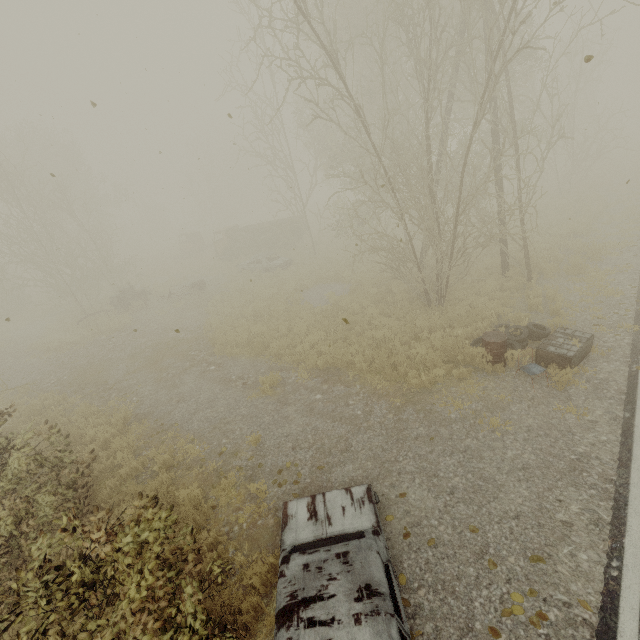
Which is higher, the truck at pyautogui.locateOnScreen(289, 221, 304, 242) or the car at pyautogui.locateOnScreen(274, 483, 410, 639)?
the truck at pyautogui.locateOnScreen(289, 221, 304, 242)

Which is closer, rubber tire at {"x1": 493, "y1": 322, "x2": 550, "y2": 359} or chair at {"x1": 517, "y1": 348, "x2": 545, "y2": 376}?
chair at {"x1": 517, "y1": 348, "x2": 545, "y2": 376}

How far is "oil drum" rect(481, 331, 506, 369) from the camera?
8.1m

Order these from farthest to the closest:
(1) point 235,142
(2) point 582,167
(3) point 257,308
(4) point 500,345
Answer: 1. (2) point 582,167
2. (1) point 235,142
3. (3) point 257,308
4. (4) point 500,345

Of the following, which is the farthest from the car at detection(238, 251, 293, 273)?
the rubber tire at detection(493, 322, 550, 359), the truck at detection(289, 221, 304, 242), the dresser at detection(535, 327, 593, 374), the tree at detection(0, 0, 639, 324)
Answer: the dresser at detection(535, 327, 593, 374)

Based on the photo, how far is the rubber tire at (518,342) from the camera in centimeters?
856cm

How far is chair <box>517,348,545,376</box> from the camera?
7.4m

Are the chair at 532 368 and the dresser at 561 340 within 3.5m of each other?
yes
